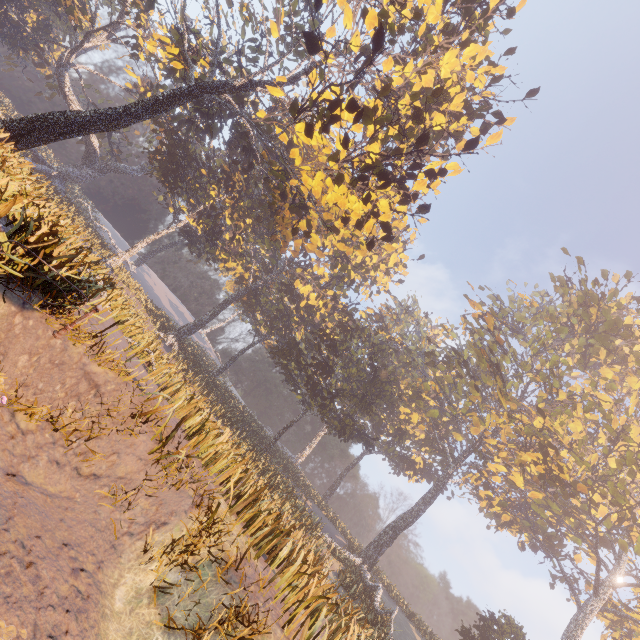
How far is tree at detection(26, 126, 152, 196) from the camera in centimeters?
3975cm

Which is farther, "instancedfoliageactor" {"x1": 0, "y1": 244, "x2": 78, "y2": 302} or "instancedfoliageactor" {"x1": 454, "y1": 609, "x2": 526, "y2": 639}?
"instancedfoliageactor" {"x1": 454, "y1": 609, "x2": 526, "y2": 639}

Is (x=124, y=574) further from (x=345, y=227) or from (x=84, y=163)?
(x=84, y=163)

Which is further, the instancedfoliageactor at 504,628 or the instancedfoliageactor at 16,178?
the instancedfoliageactor at 504,628

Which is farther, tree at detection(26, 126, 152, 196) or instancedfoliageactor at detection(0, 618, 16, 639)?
tree at detection(26, 126, 152, 196)

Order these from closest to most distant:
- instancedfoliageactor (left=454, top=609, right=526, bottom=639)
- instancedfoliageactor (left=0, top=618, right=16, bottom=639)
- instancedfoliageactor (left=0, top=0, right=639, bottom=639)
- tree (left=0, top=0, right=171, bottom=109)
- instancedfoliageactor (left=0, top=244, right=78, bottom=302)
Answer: instancedfoliageactor (left=0, top=618, right=16, bottom=639), instancedfoliageactor (left=0, top=244, right=78, bottom=302), instancedfoliageactor (left=0, top=0, right=639, bottom=639), instancedfoliageactor (left=454, top=609, right=526, bottom=639), tree (left=0, top=0, right=171, bottom=109)
